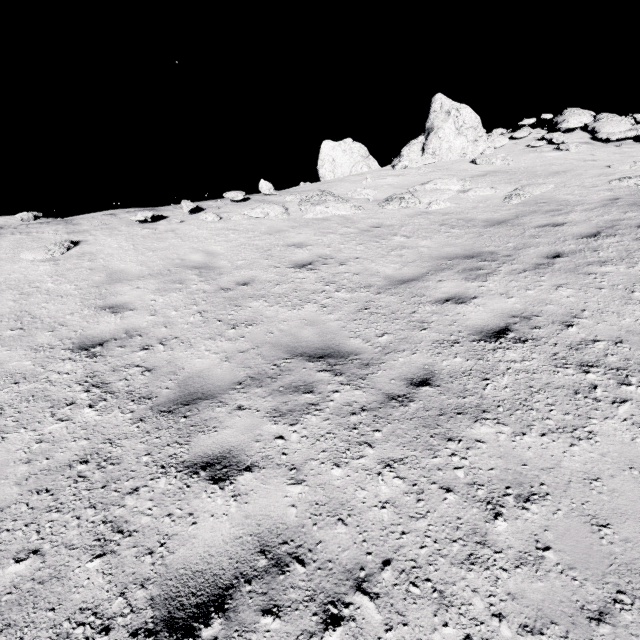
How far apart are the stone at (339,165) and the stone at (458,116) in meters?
2.7

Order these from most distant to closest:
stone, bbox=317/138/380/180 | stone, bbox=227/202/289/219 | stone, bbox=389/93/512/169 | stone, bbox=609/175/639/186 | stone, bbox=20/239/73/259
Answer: stone, bbox=317/138/380/180 < stone, bbox=389/93/512/169 < stone, bbox=227/202/289/219 < stone, bbox=609/175/639/186 < stone, bbox=20/239/73/259

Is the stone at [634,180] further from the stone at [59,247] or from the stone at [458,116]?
the stone at [59,247]

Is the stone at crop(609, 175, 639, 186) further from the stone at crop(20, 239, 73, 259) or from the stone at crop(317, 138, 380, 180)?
the stone at crop(20, 239, 73, 259)

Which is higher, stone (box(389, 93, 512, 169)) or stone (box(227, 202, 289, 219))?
stone (box(389, 93, 512, 169))

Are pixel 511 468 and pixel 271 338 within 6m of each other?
yes

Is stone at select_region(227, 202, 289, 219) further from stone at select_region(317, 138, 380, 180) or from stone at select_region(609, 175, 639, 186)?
stone at select_region(317, 138, 380, 180)

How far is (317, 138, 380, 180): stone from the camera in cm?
1809
